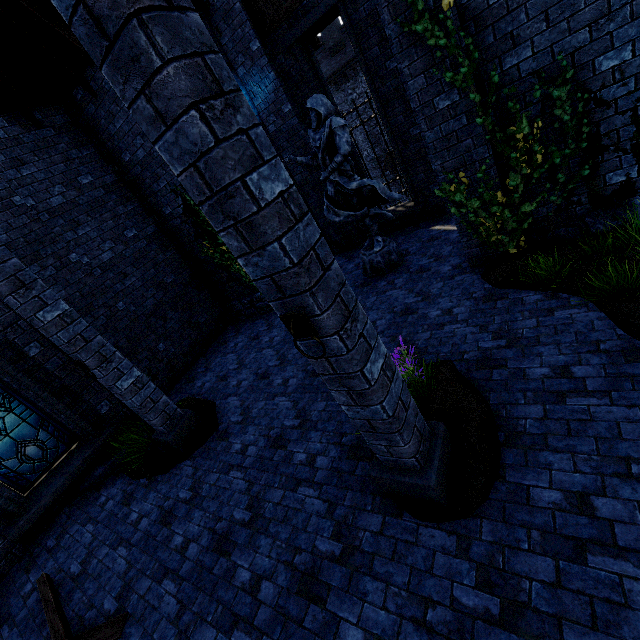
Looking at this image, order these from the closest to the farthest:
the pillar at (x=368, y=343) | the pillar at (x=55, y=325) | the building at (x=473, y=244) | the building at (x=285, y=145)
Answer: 1. the pillar at (x=368, y=343)
2. the pillar at (x=55, y=325)
3. the building at (x=473, y=244)
4. the building at (x=285, y=145)

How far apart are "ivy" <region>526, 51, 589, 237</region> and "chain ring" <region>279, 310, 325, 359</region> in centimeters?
493cm

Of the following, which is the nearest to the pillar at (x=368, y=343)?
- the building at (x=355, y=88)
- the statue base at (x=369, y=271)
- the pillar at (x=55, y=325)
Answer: the pillar at (x=55, y=325)

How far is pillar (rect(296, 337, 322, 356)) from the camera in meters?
2.5

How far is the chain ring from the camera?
2.31m

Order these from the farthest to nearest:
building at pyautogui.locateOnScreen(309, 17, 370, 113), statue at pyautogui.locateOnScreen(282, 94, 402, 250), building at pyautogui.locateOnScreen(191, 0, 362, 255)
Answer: building at pyautogui.locateOnScreen(309, 17, 370, 113) < building at pyautogui.locateOnScreen(191, 0, 362, 255) < statue at pyautogui.locateOnScreen(282, 94, 402, 250)

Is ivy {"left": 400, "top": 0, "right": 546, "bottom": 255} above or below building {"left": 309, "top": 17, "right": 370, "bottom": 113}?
below

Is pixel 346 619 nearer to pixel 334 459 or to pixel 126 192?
pixel 334 459
